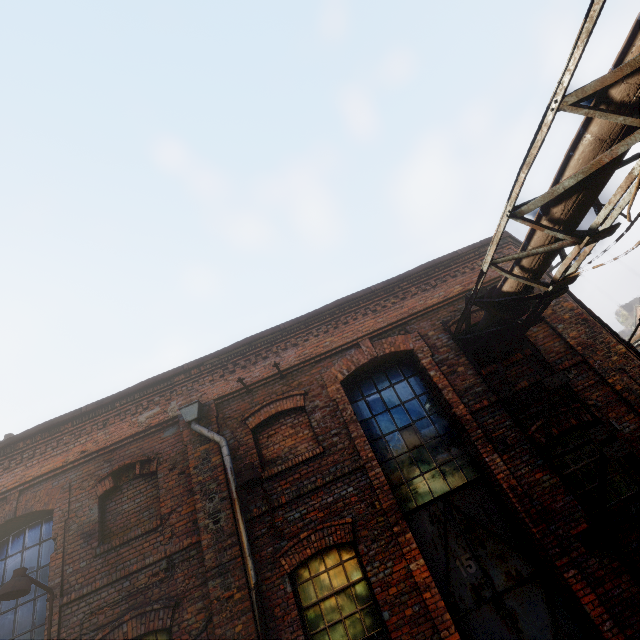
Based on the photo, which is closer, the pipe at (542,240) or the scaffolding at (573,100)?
the scaffolding at (573,100)

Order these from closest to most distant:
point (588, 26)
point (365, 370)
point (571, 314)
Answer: point (588, 26), point (571, 314), point (365, 370)

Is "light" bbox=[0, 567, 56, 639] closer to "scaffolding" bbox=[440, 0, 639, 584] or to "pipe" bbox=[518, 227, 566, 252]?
"pipe" bbox=[518, 227, 566, 252]

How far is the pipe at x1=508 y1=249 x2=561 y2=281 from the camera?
4.7 meters

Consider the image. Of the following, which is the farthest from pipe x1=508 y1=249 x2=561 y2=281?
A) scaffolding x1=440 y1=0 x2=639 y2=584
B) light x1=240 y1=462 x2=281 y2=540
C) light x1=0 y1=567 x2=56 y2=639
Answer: light x1=240 y1=462 x2=281 y2=540

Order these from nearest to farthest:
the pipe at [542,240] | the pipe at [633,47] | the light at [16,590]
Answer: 1. the pipe at [633,47]
2. the pipe at [542,240]
3. the light at [16,590]

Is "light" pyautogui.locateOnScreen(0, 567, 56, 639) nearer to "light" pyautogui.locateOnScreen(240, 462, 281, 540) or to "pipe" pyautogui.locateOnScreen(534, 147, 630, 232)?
"pipe" pyautogui.locateOnScreen(534, 147, 630, 232)

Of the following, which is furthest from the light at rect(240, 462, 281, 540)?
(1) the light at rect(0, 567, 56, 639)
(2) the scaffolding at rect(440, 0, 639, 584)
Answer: (2) the scaffolding at rect(440, 0, 639, 584)
